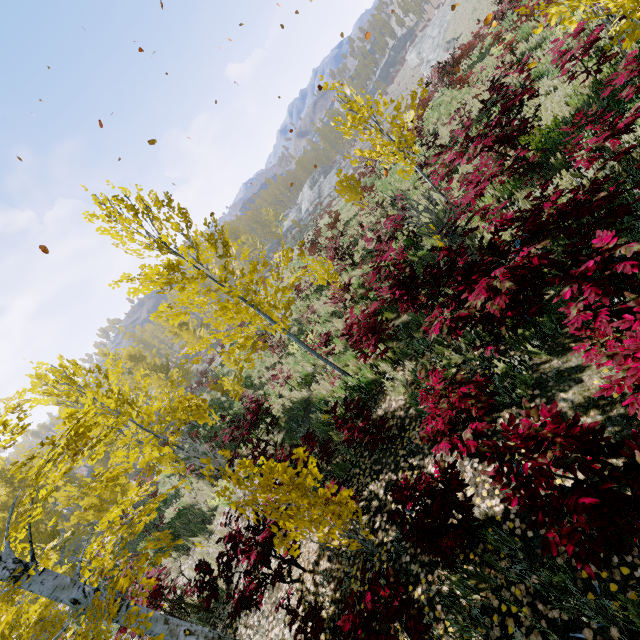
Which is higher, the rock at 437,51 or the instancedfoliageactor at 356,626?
the instancedfoliageactor at 356,626

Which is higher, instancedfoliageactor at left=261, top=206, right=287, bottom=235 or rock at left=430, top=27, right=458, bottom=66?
instancedfoliageactor at left=261, top=206, right=287, bottom=235

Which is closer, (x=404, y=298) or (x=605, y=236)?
(x=605, y=236)

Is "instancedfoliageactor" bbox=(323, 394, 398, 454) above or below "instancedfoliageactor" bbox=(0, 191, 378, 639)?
below

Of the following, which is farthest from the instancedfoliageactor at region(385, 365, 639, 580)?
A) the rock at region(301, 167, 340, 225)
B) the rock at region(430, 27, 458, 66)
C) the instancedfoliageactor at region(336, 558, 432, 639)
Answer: the rock at region(430, 27, 458, 66)

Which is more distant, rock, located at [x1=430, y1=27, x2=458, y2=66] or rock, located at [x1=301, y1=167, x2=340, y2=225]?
rock, located at [x1=301, y1=167, x2=340, y2=225]

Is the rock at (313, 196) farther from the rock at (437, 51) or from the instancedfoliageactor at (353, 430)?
the rock at (437, 51)

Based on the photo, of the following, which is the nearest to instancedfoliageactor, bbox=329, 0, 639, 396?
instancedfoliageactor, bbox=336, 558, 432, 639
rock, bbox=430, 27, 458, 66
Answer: instancedfoliageactor, bbox=336, 558, 432, 639
